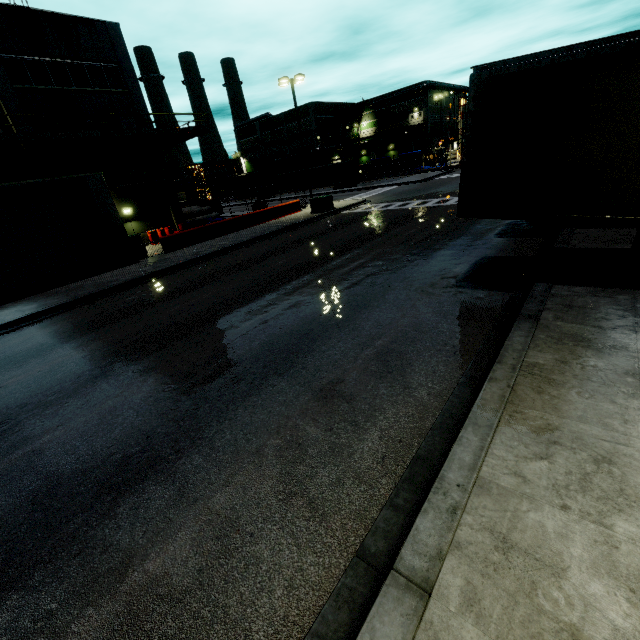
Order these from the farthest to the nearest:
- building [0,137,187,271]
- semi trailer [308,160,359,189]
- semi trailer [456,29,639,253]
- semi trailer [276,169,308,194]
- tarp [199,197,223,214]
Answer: semi trailer [276,169,308,194] → semi trailer [308,160,359,189] → tarp [199,197,223,214] → building [0,137,187,271] → semi trailer [456,29,639,253]

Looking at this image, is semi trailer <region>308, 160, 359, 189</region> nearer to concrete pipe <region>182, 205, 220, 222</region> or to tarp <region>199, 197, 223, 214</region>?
tarp <region>199, 197, 223, 214</region>

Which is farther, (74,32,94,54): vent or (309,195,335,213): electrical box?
(309,195,335,213): electrical box

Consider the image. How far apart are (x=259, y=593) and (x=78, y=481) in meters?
3.3

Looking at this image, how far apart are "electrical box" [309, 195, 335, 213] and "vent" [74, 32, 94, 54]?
17.7m

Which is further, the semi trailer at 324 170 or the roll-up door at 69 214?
the semi trailer at 324 170

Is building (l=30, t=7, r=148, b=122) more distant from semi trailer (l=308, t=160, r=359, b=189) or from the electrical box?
the electrical box

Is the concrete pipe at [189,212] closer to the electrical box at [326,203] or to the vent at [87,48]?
the vent at [87,48]
